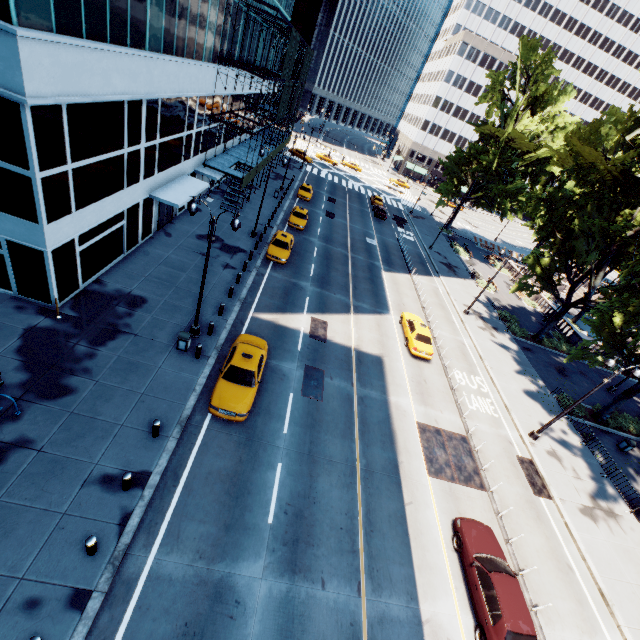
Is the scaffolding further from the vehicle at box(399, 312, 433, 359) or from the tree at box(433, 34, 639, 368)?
the tree at box(433, 34, 639, 368)

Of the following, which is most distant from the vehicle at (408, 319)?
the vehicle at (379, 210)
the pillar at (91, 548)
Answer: the vehicle at (379, 210)

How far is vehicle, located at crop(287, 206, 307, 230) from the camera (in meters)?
33.88

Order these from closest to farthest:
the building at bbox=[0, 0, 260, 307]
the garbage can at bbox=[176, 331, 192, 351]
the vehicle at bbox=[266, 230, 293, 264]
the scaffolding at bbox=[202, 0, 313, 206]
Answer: the building at bbox=[0, 0, 260, 307], the garbage can at bbox=[176, 331, 192, 351], the scaffolding at bbox=[202, 0, 313, 206], the vehicle at bbox=[266, 230, 293, 264]

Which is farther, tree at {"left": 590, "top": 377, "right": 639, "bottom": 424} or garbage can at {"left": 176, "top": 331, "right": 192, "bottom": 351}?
tree at {"left": 590, "top": 377, "right": 639, "bottom": 424}

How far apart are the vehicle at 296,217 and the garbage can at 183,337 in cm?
2056

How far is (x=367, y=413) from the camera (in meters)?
18.00

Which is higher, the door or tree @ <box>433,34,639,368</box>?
tree @ <box>433,34,639,368</box>
